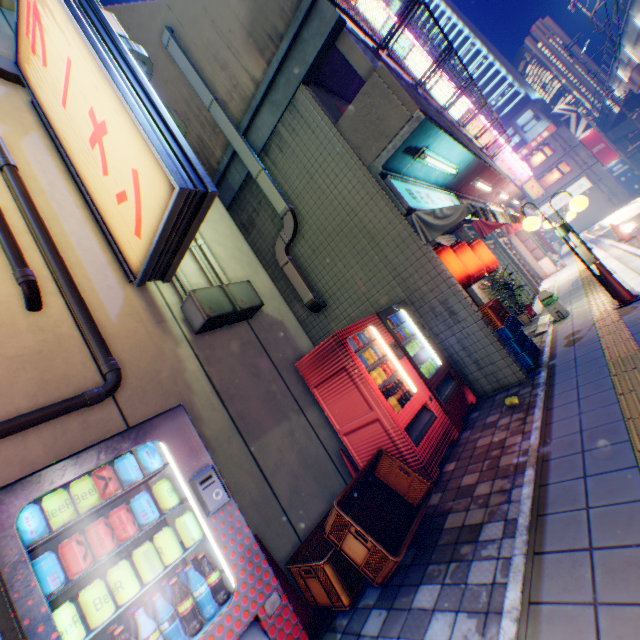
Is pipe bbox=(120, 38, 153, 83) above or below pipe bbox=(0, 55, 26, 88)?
above

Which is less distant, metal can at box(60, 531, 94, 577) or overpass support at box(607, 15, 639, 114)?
metal can at box(60, 531, 94, 577)

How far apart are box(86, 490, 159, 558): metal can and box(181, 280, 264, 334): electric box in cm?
183

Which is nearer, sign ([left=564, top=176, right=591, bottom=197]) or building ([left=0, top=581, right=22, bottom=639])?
building ([left=0, top=581, right=22, bottom=639])

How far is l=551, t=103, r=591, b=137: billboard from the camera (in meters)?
38.50

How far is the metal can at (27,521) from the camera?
1.69m

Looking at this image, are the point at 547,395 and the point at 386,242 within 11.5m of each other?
yes

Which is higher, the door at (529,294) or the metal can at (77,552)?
the metal can at (77,552)
